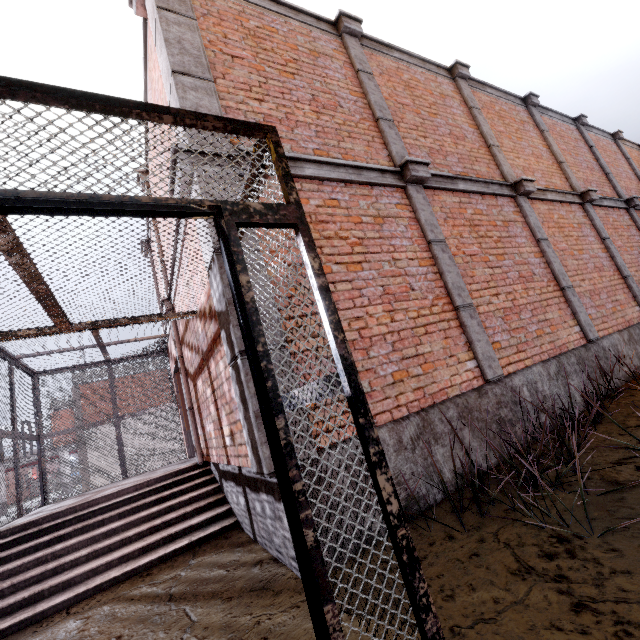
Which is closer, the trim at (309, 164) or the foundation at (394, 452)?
the foundation at (394, 452)

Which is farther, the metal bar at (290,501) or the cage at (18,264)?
the cage at (18,264)

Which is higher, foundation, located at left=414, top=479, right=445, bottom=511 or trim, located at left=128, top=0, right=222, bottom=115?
trim, located at left=128, top=0, right=222, bottom=115

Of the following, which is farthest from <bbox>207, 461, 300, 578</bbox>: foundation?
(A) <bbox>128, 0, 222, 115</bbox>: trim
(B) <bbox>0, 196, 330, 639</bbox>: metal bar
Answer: (B) <bbox>0, 196, 330, 639</bbox>: metal bar

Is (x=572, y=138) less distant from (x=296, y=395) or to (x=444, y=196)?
(x=444, y=196)

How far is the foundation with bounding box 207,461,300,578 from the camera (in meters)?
2.70

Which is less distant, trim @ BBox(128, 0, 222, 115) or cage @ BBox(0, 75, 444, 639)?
cage @ BBox(0, 75, 444, 639)
